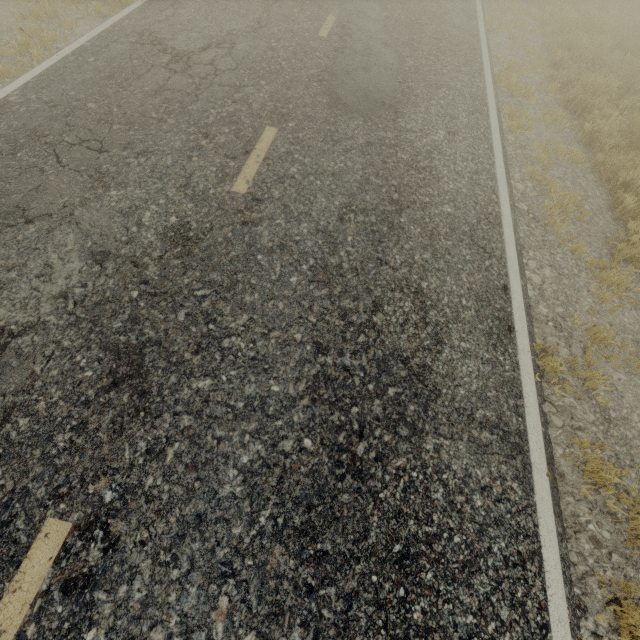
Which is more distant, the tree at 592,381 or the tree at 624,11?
the tree at 624,11

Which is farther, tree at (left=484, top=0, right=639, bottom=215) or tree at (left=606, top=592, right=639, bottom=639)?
tree at (left=484, top=0, right=639, bottom=215)

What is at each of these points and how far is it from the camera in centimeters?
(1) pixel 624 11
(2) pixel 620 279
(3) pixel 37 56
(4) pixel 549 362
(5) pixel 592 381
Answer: (1) tree, 1019cm
(2) tree, 440cm
(3) tree, 499cm
(4) tree, 348cm
(5) tree, 354cm

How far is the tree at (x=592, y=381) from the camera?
3.5 meters

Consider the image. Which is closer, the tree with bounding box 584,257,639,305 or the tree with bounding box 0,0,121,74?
the tree with bounding box 584,257,639,305

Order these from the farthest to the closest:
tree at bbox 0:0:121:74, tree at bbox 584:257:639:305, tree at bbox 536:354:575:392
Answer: tree at bbox 0:0:121:74, tree at bbox 584:257:639:305, tree at bbox 536:354:575:392
